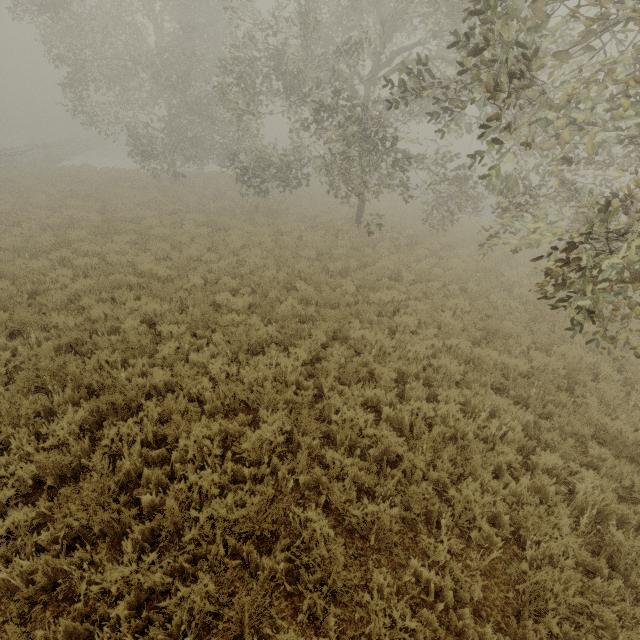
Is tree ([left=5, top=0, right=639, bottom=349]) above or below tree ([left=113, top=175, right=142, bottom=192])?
above

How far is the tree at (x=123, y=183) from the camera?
19.4 meters

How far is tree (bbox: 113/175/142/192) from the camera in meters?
19.4 m

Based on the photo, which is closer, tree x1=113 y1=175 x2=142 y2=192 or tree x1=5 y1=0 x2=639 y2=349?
tree x1=5 y1=0 x2=639 y2=349

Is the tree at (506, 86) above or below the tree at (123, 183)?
above

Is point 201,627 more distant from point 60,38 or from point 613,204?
point 60,38
